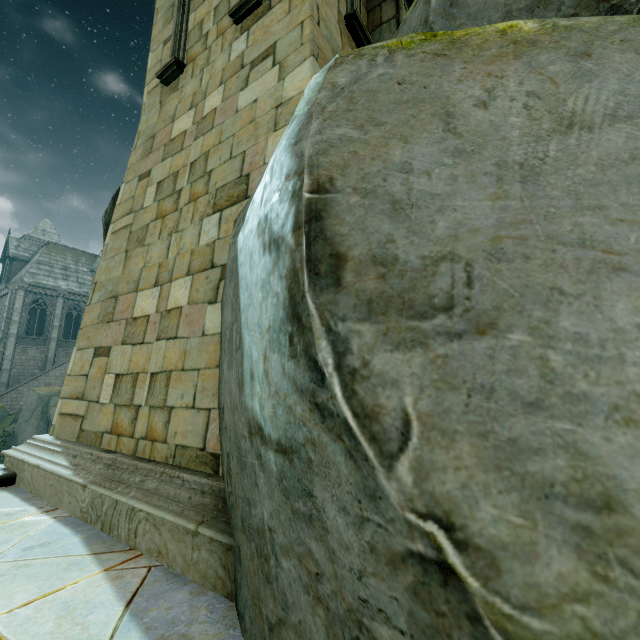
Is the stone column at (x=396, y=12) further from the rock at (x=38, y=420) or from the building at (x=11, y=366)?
the rock at (x=38, y=420)

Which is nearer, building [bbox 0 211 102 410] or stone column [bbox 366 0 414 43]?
stone column [bbox 366 0 414 43]

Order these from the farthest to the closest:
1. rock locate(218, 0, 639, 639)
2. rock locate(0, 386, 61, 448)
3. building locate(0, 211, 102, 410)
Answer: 1. building locate(0, 211, 102, 410)
2. rock locate(0, 386, 61, 448)
3. rock locate(218, 0, 639, 639)

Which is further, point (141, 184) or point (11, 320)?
point (11, 320)

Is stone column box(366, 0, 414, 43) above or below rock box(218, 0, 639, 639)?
above

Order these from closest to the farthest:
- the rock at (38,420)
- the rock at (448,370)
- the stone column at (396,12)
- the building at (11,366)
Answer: the rock at (448,370) < the stone column at (396,12) < the rock at (38,420) < the building at (11,366)

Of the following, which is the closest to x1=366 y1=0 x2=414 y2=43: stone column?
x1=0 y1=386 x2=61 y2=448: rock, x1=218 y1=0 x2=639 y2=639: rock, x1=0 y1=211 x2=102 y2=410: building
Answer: x1=218 y1=0 x2=639 y2=639: rock

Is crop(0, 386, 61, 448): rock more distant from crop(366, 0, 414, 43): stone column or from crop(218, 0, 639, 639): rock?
crop(366, 0, 414, 43): stone column
